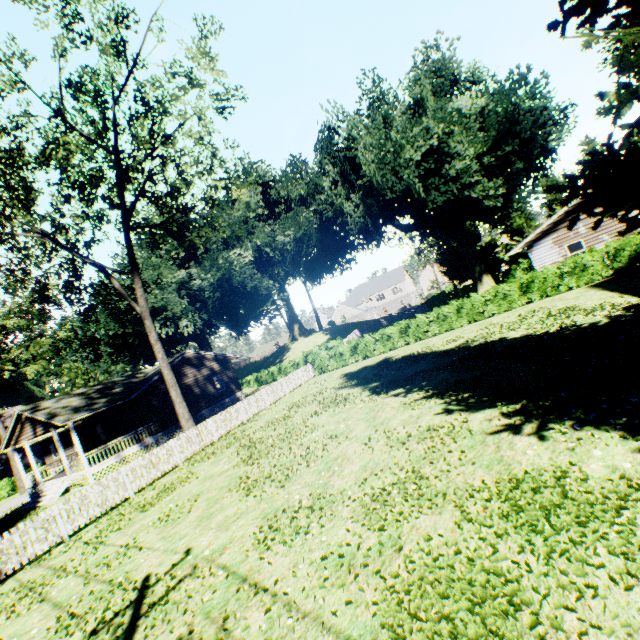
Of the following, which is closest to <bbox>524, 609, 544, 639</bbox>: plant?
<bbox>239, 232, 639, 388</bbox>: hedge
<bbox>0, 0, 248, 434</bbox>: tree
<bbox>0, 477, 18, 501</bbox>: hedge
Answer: <bbox>0, 0, 248, 434</bbox>: tree

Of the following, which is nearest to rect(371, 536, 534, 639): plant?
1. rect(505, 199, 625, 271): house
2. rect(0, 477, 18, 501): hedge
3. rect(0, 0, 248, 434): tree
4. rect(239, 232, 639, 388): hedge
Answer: rect(0, 0, 248, 434): tree

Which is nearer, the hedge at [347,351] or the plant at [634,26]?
the plant at [634,26]

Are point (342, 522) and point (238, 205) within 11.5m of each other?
no

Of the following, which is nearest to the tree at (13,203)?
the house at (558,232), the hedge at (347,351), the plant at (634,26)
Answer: the hedge at (347,351)

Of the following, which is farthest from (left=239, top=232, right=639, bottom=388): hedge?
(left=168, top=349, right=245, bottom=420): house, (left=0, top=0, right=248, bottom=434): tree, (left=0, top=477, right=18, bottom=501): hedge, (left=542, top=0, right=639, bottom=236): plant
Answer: (left=0, top=477, right=18, bottom=501): hedge

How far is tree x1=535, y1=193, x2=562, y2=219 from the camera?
43.38m

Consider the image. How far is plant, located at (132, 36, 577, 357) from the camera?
25.8m
